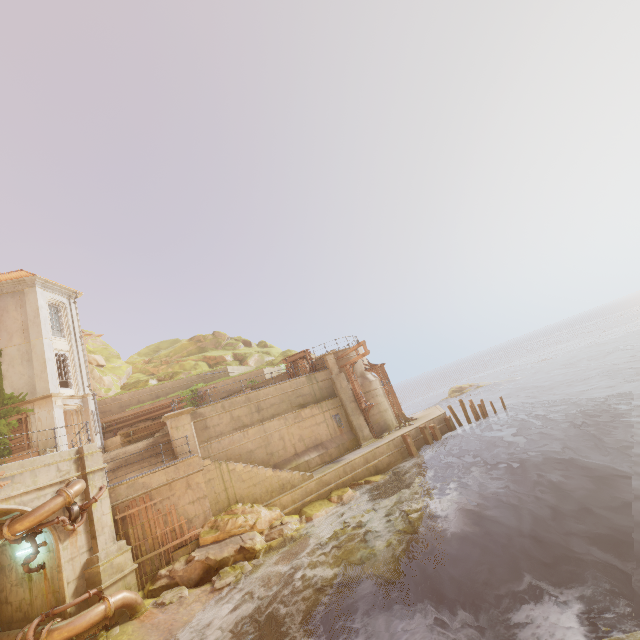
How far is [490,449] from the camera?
19.4m

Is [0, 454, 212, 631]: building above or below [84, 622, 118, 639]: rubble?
above

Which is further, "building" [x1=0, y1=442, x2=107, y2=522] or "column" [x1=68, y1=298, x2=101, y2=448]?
"column" [x1=68, y1=298, x2=101, y2=448]

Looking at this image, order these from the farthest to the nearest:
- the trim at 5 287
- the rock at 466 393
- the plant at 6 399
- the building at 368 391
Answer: the rock at 466 393 < the building at 368 391 < the trim at 5 287 < the plant at 6 399

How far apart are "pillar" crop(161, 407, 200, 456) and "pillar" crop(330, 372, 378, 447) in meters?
9.6 m

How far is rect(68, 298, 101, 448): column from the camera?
22.0m

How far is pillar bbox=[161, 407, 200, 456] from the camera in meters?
17.4 m

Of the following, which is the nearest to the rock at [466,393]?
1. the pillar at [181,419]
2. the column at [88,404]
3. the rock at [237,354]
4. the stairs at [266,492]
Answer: the rock at [237,354]
